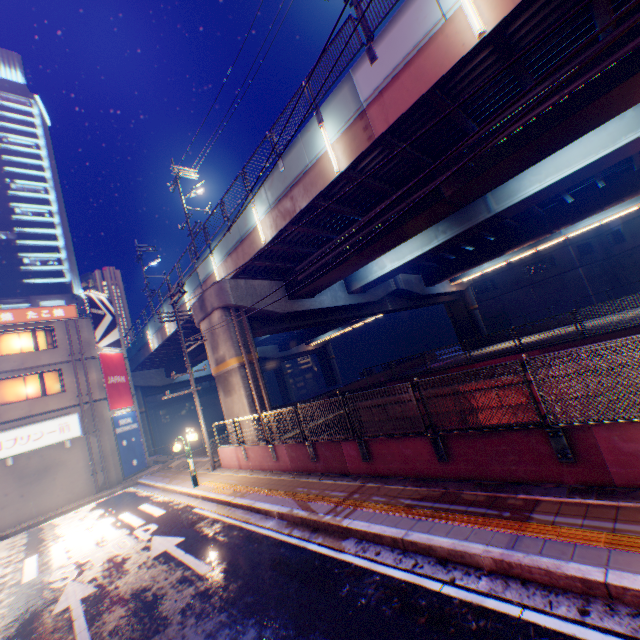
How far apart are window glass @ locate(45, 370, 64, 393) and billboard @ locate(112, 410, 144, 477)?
3.2m

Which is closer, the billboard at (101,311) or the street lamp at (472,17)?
the street lamp at (472,17)

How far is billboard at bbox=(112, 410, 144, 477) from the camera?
22.31m

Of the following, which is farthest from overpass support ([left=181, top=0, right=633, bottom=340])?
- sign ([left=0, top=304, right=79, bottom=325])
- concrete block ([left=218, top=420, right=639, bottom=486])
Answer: sign ([left=0, top=304, right=79, bottom=325])

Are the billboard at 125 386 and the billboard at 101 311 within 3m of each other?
yes

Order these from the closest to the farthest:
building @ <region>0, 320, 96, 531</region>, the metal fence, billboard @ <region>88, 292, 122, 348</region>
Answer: the metal fence, building @ <region>0, 320, 96, 531</region>, billboard @ <region>88, 292, 122, 348</region>

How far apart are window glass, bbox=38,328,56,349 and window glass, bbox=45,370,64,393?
1.5m

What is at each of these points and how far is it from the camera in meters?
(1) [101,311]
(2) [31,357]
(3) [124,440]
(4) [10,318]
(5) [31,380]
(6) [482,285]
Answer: (1) billboard, 24.7
(2) building, 20.4
(3) billboard, 22.8
(4) sign, 20.3
(5) window glass, 20.5
(6) building, 47.7
